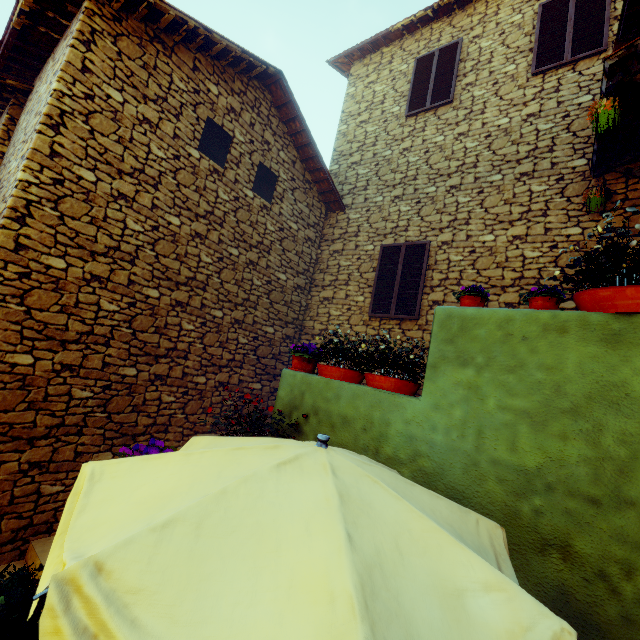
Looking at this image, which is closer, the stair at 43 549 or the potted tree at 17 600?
the potted tree at 17 600

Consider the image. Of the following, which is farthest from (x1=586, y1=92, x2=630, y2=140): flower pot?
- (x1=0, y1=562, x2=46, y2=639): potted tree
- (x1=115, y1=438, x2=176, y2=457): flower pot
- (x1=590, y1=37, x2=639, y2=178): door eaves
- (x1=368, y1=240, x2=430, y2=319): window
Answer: (x1=0, y1=562, x2=46, y2=639): potted tree

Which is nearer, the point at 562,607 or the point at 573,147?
the point at 562,607

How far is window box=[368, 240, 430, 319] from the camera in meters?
6.5

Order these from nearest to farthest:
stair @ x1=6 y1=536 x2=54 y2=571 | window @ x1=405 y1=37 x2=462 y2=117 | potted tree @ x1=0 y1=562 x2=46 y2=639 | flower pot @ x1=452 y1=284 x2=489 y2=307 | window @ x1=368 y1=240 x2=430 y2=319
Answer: potted tree @ x1=0 y1=562 x2=46 y2=639
flower pot @ x1=452 y1=284 x2=489 y2=307
stair @ x1=6 y1=536 x2=54 y2=571
window @ x1=368 y1=240 x2=430 y2=319
window @ x1=405 y1=37 x2=462 y2=117

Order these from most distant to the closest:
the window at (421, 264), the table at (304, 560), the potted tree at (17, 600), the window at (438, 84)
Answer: the window at (438, 84) → the window at (421, 264) → the potted tree at (17, 600) → the table at (304, 560)

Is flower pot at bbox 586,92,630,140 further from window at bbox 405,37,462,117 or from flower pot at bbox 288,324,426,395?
window at bbox 405,37,462,117

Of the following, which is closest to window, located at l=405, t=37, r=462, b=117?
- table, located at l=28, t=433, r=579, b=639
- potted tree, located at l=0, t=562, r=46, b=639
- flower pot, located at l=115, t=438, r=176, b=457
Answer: table, located at l=28, t=433, r=579, b=639
